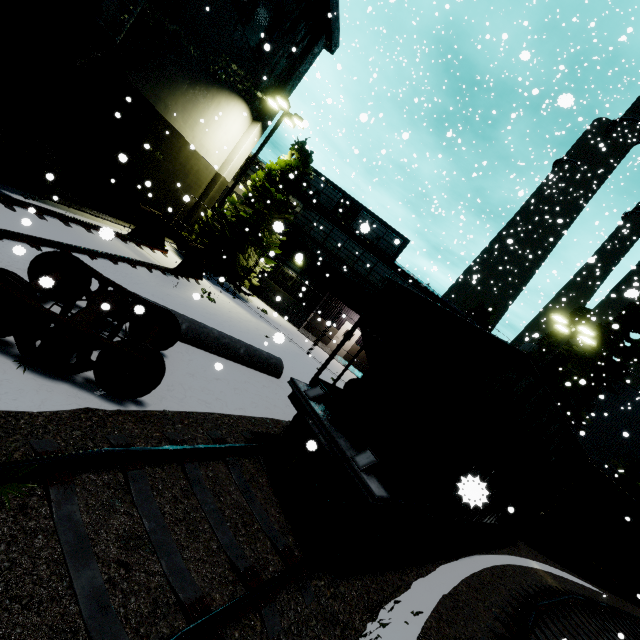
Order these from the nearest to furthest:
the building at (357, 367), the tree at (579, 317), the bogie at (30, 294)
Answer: the bogie at (30, 294)
the building at (357, 367)
the tree at (579, 317)

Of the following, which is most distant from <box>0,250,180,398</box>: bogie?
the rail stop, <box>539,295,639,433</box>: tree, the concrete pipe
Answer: <box>539,295,639,433</box>: tree

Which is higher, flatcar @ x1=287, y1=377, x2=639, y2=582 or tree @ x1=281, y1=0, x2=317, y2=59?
tree @ x1=281, y1=0, x2=317, y2=59

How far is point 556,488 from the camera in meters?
11.7

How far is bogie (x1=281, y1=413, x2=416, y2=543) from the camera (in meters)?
5.14

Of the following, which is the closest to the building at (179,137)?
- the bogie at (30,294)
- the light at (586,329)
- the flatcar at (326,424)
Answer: the light at (586,329)

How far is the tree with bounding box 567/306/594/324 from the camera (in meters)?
30.63

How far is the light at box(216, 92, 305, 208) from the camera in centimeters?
1672cm
